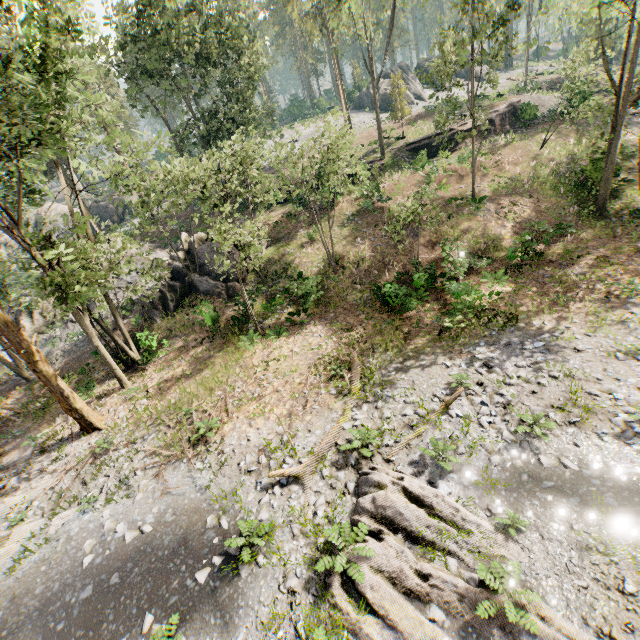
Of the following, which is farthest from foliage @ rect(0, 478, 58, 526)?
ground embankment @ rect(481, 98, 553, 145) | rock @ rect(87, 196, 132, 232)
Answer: rock @ rect(87, 196, 132, 232)

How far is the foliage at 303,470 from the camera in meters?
10.8 m

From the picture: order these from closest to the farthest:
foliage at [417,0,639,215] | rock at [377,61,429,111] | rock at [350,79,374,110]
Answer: foliage at [417,0,639,215]
rock at [377,61,429,111]
rock at [350,79,374,110]

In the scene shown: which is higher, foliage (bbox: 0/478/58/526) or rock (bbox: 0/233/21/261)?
rock (bbox: 0/233/21/261)

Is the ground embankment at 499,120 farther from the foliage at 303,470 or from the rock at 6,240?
the rock at 6,240

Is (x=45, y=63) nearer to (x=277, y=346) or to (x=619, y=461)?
(x=277, y=346)

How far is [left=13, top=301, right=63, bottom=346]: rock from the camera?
26.66m
